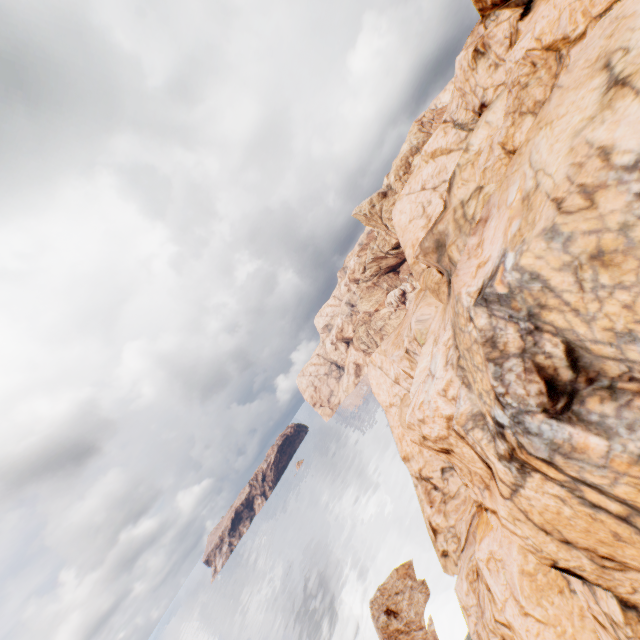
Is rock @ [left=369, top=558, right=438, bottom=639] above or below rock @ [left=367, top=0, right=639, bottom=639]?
below

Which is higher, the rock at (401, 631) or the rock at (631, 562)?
the rock at (631, 562)

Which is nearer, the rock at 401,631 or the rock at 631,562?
the rock at 631,562

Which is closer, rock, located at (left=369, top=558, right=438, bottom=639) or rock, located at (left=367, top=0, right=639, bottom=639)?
rock, located at (left=367, top=0, right=639, bottom=639)

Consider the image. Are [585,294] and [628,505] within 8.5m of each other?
yes
